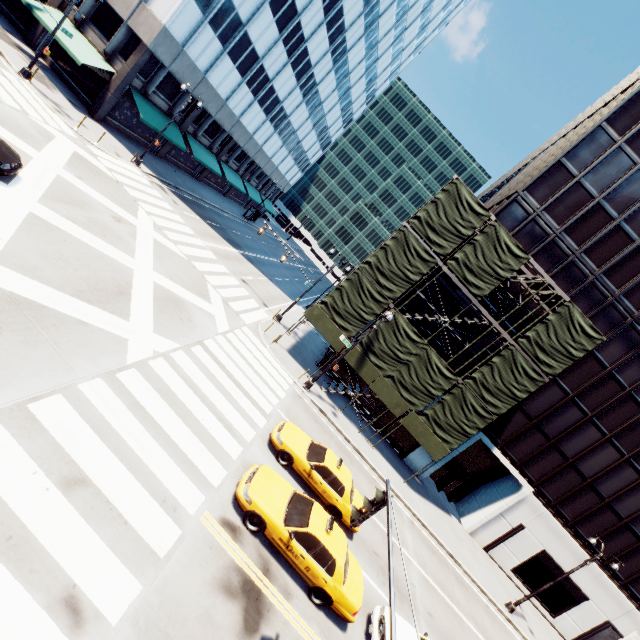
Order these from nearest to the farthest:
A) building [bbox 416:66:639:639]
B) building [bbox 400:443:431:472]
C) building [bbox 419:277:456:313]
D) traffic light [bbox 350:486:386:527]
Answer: traffic light [bbox 350:486:386:527] → building [bbox 416:66:639:639] → building [bbox 419:277:456:313] → building [bbox 400:443:431:472]

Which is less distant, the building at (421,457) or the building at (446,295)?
the building at (446,295)

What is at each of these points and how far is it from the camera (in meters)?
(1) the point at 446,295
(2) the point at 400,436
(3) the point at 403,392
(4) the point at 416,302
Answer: (1) building, 24.12
(2) building, 25.92
(3) scaffolding, 21.53
(4) building, 24.52

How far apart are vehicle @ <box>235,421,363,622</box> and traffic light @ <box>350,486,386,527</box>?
4.32m

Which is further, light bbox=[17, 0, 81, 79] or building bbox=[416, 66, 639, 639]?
building bbox=[416, 66, 639, 639]

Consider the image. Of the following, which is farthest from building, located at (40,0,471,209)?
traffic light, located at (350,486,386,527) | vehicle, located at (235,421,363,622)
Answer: traffic light, located at (350,486,386,527)

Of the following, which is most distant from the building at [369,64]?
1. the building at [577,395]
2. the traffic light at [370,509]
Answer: the traffic light at [370,509]

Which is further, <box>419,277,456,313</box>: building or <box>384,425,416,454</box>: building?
<box>384,425,416,454</box>: building
